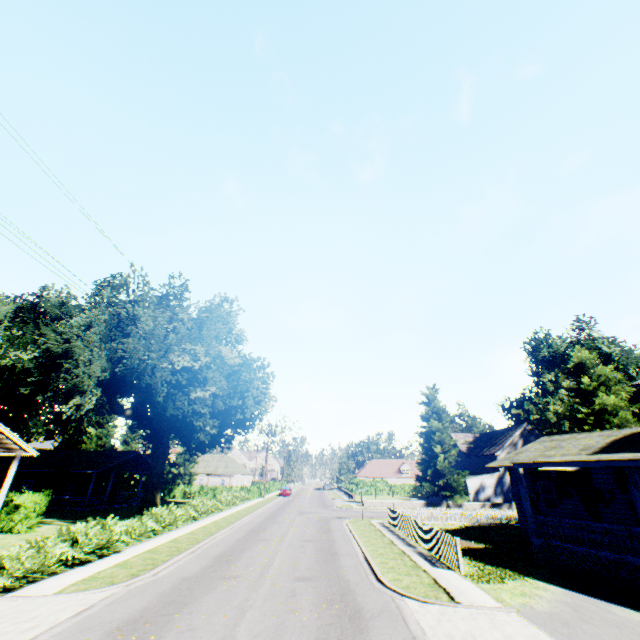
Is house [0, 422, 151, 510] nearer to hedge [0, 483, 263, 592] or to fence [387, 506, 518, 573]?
hedge [0, 483, 263, 592]

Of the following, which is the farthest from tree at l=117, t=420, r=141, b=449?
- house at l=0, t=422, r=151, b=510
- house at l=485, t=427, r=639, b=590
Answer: house at l=485, t=427, r=639, b=590

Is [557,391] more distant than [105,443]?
No

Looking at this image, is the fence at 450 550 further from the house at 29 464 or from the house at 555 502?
the house at 29 464

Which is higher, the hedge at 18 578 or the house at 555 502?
the house at 555 502

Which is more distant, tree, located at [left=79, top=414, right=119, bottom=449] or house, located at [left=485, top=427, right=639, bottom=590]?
tree, located at [left=79, top=414, right=119, bottom=449]

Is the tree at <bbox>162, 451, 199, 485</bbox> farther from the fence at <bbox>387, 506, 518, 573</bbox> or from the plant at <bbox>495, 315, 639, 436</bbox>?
the fence at <bbox>387, 506, 518, 573</bbox>

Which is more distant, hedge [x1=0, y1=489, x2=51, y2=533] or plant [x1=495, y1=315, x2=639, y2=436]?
plant [x1=495, y1=315, x2=639, y2=436]
